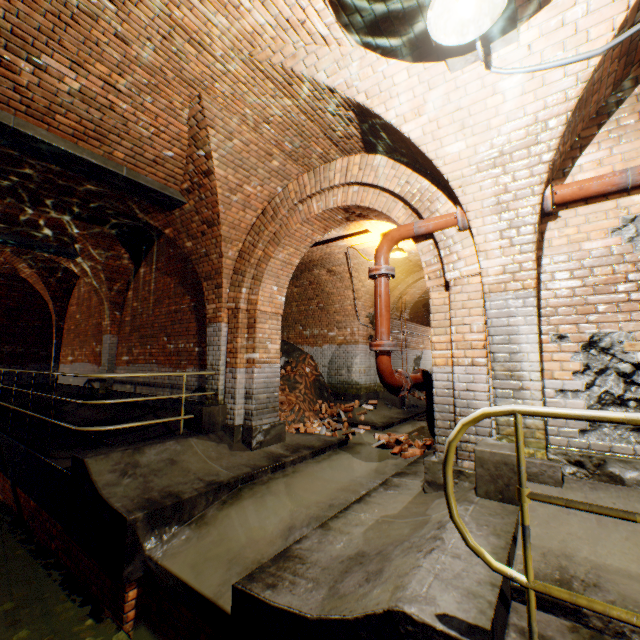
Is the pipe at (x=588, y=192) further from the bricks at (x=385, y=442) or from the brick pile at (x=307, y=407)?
the brick pile at (x=307, y=407)

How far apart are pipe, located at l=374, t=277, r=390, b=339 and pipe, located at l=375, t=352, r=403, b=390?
0.16m

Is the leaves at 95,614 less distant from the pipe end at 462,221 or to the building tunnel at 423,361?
the building tunnel at 423,361

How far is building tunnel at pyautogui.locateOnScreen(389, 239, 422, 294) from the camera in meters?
8.4 m

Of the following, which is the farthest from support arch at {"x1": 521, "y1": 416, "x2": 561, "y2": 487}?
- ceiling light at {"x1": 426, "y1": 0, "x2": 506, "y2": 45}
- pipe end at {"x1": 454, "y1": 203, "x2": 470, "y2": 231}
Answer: ceiling light at {"x1": 426, "y1": 0, "x2": 506, "y2": 45}

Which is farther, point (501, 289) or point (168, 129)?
point (168, 129)

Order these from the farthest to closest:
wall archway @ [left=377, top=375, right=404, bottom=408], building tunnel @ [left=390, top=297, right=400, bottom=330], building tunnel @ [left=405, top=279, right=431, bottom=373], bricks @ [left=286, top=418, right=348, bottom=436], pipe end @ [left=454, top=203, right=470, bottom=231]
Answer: building tunnel @ [left=405, top=279, right=431, bottom=373]
building tunnel @ [left=390, top=297, right=400, bottom=330]
wall archway @ [left=377, top=375, right=404, bottom=408]
bricks @ [left=286, top=418, right=348, bottom=436]
pipe end @ [left=454, top=203, right=470, bottom=231]

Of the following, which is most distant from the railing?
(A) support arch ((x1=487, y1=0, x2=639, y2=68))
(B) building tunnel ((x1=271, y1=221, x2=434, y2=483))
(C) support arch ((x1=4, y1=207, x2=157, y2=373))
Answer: (C) support arch ((x1=4, y1=207, x2=157, y2=373))
